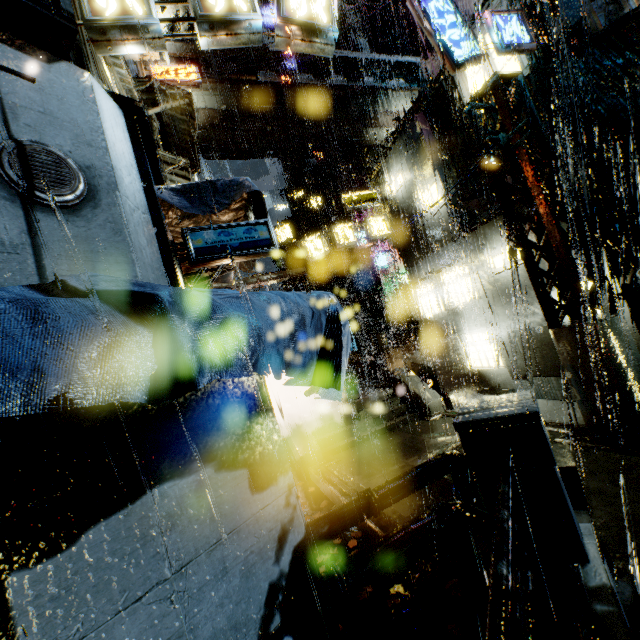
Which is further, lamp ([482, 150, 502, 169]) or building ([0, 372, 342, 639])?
lamp ([482, 150, 502, 169])

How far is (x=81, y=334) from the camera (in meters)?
1.68

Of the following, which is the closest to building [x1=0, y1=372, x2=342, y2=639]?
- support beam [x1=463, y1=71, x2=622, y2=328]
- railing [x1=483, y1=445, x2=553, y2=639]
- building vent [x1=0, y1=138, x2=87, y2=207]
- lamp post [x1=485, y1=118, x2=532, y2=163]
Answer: building vent [x1=0, y1=138, x2=87, y2=207]

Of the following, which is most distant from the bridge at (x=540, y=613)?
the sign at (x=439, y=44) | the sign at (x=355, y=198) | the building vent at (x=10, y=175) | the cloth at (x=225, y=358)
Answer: the sign at (x=355, y=198)

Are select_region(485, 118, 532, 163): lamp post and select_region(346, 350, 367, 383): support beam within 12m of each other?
no

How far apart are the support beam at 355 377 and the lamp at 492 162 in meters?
15.6

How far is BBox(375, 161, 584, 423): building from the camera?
11.5 meters

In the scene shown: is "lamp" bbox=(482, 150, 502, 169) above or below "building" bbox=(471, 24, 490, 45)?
below
